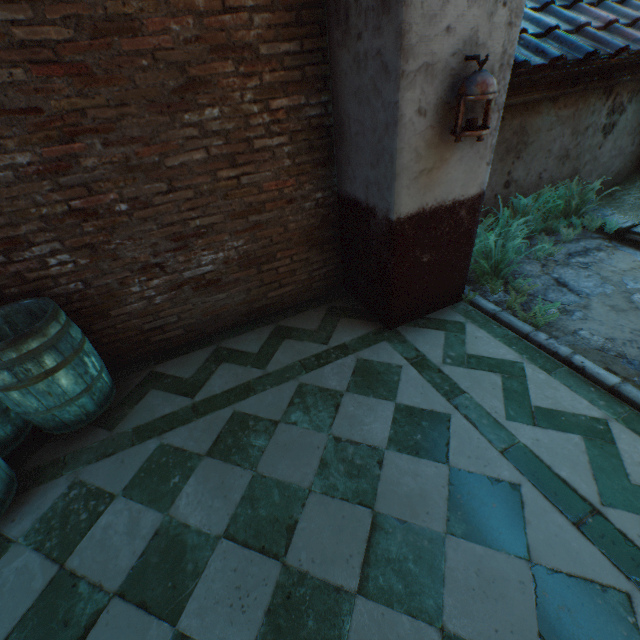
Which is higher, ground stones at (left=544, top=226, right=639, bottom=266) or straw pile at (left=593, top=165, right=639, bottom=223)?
straw pile at (left=593, top=165, right=639, bottom=223)

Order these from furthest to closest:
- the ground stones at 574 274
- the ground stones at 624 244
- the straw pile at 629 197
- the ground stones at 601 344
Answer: the straw pile at 629 197, the ground stones at 624 244, the ground stones at 574 274, the ground stones at 601 344

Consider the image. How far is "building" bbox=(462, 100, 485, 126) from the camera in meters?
2.4

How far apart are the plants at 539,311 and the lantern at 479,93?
1.67m

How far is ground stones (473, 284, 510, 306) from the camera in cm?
359

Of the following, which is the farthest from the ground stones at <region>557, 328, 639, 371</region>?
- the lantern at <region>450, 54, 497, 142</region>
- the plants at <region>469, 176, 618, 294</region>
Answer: the lantern at <region>450, 54, 497, 142</region>

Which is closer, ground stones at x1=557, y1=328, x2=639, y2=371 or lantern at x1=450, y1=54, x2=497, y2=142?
lantern at x1=450, y1=54, x2=497, y2=142

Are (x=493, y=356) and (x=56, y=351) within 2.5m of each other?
no
